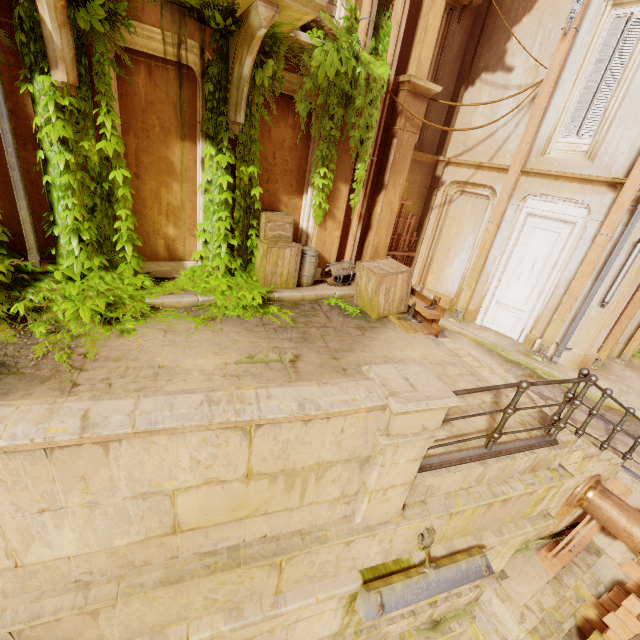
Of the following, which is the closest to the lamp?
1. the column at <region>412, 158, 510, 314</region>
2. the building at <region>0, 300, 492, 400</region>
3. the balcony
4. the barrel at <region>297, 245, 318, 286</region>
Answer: the building at <region>0, 300, 492, 400</region>

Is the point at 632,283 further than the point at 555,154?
No

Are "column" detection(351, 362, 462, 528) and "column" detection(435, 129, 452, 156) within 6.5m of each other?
no

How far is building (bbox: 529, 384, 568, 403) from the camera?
7.3 meters

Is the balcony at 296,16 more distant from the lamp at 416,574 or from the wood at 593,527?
the wood at 593,527

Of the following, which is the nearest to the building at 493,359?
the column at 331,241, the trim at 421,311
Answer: the trim at 421,311

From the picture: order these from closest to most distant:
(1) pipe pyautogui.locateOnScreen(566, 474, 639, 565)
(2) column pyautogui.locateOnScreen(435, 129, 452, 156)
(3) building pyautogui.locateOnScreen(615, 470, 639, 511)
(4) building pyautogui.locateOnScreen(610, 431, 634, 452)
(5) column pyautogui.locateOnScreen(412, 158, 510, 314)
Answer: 1. (1) pipe pyautogui.locateOnScreen(566, 474, 639, 565)
2. (3) building pyautogui.locateOnScreen(615, 470, 639, 511)
3. (4) building pyautogui.locateOnScreen(610, 431, 634, 452)
4. (5) column pyautogui.locateOnScreen(412, 158, 510, 314)
5. (2) column pyautogui.locateOnScreen(435, 129, 452, 156)

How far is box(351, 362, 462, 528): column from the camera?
2.5 meters
